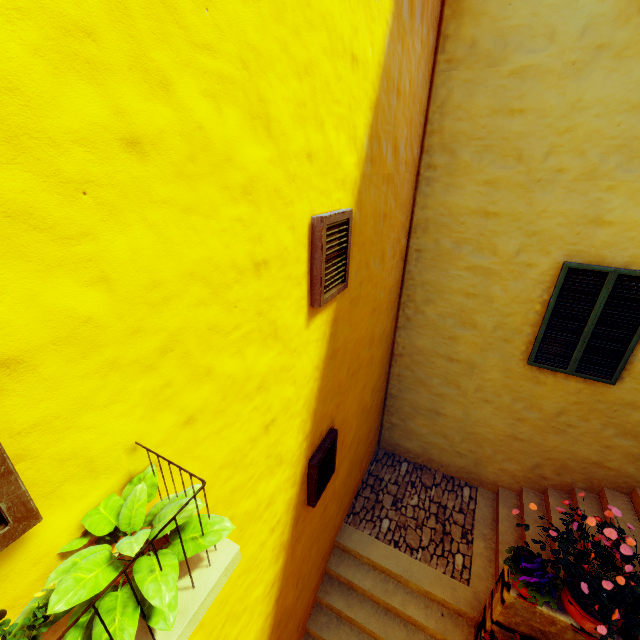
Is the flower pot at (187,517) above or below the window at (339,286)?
below

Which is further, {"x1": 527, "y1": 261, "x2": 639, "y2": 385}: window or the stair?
the stair

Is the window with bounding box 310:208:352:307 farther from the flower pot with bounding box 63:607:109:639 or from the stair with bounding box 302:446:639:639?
the stair with bounding box 302:446:639:639

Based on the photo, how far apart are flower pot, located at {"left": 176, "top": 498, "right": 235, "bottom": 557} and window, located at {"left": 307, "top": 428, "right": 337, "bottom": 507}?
2.10m

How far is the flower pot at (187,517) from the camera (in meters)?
1.23

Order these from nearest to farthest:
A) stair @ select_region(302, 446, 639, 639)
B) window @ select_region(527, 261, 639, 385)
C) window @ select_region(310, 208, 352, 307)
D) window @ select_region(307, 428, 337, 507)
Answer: window @ select_region(310, 208, 352, 307)
window @ select_region(307, 428, 337, 507)
window @ select_region(527, 261, 639, 385)
stair @ select_region(302, 446, 639, 639)

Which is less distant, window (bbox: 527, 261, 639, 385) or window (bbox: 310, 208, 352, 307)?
window (bbox: 310, 208, 352, 307)

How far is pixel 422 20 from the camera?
3.54m
